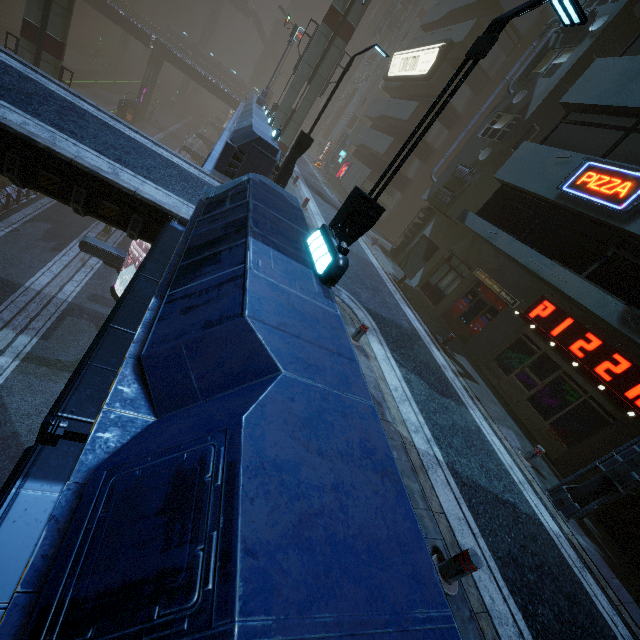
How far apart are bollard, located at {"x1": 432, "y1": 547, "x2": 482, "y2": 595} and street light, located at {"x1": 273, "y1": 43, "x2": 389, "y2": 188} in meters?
13.5 m

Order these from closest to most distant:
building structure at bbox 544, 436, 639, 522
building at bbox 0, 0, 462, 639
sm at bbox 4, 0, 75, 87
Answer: building at bbox 0, 0, 462, 639 → building structure at bbox 544, 436, 639, 522 → sm at bbox 4, 0, 75, 87

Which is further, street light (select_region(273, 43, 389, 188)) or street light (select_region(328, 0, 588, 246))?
street light (select_region(273, 43, 389, 188))

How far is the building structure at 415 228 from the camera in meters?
20.5

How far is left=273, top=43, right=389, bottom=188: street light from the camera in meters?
11.9 m

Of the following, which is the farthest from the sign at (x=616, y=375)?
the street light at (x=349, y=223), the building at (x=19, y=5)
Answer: the street light at (x=349, y=223)

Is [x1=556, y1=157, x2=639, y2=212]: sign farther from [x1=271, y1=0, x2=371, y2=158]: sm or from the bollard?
[x1=271, y1=0, x2=371, y2=158]: sm

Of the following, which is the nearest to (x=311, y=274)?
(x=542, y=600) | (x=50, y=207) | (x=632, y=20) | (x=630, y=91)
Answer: (x=542, y=600)
